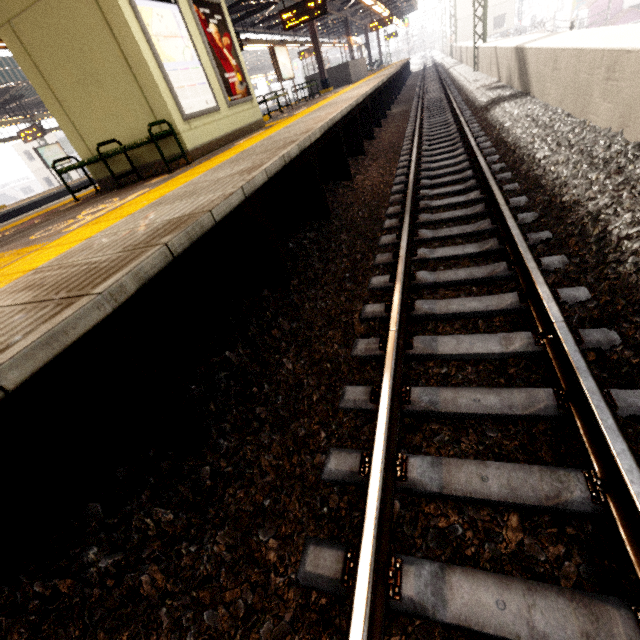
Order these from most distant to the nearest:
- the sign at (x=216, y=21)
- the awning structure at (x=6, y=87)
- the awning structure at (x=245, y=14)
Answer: the awning structure at (x=245, y=14), the awning structure at (x=6, y=87), the sign at (x=216, y=21)

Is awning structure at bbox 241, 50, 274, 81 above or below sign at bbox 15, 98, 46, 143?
above

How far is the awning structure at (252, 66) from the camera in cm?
3006

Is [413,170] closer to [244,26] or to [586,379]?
[586,379]

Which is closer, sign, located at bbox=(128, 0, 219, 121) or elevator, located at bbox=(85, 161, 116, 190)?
sign, located at bbox=(128, 0, 219, 121)

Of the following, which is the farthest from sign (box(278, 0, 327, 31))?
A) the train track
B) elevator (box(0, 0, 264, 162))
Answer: elevator (box(0, 0, 264, 162))

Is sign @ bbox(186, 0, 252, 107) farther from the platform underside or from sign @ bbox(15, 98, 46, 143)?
sign @ bbox(15, 98, 46, 143)

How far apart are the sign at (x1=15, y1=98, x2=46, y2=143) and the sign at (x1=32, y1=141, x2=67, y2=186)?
2.2m
